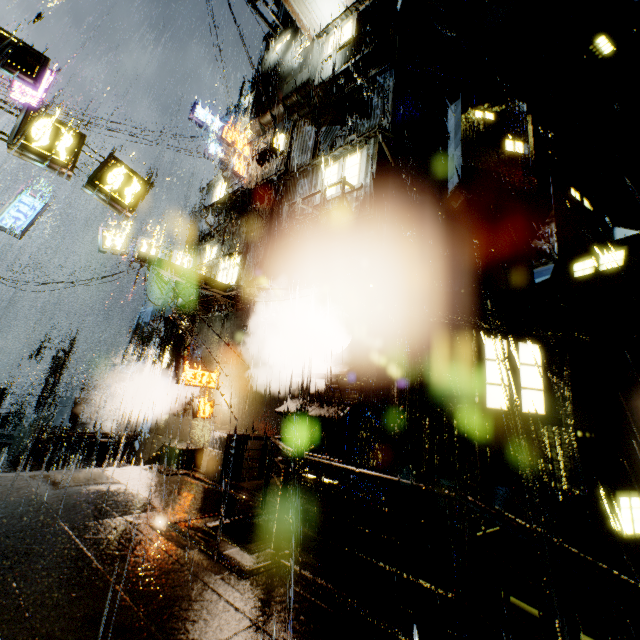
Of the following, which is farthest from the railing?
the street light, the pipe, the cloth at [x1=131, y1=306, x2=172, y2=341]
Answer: the street light

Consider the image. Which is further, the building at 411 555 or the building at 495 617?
the building at 411 555

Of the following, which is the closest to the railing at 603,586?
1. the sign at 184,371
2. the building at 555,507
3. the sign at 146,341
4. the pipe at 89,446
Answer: the building at 555,507

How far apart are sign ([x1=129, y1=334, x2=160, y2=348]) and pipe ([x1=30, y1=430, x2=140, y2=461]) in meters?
4.9

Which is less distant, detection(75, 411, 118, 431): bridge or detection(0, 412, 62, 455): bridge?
detection(0, 412, 62, 455): bridge

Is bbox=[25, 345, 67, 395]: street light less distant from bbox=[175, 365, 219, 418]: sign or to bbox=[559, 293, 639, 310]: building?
bbox=[559, 293, 639, 310]: building

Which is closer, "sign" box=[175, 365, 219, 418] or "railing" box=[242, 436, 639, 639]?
"railing" box=[242, 436, 639, 639]

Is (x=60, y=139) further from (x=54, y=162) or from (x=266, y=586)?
(x=266, y=586)
